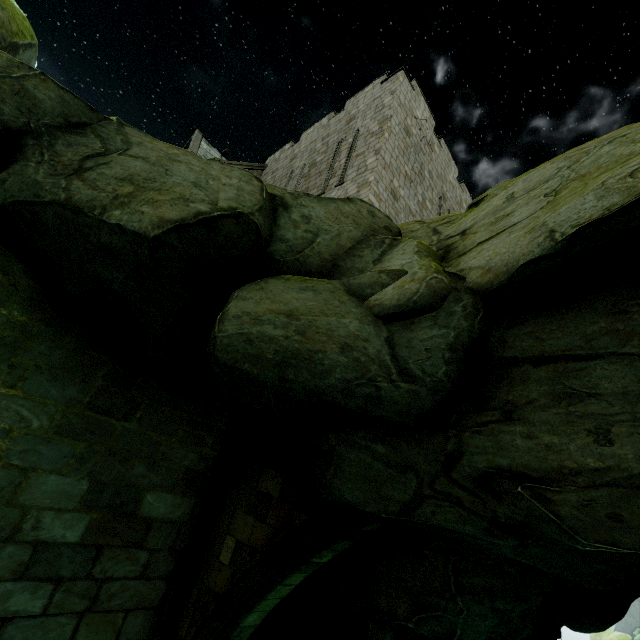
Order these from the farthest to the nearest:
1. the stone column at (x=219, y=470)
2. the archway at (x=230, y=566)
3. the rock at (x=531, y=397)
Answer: the stone column at (x=219, y=470) < the archway at (x=230, y=566) < the rock at (x=531, y=397)

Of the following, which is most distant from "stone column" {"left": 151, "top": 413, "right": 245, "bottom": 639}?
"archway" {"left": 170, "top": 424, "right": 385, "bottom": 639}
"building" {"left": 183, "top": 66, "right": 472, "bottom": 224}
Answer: "building" {"left": 183, "top": 66, "right": 472, "bottom": 224}

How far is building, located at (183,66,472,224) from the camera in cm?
1170

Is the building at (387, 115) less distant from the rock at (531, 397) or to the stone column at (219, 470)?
the rock at (531, 397)

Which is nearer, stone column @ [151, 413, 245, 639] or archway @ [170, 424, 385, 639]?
archway @ [170, 424, 385, 639]

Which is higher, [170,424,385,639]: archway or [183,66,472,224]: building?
[183,66,472,224]: building

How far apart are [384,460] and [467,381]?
1.5m

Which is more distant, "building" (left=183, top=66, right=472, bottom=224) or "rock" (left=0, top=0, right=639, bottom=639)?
"building" (left=183, top=66, right=472, bottom=224)
